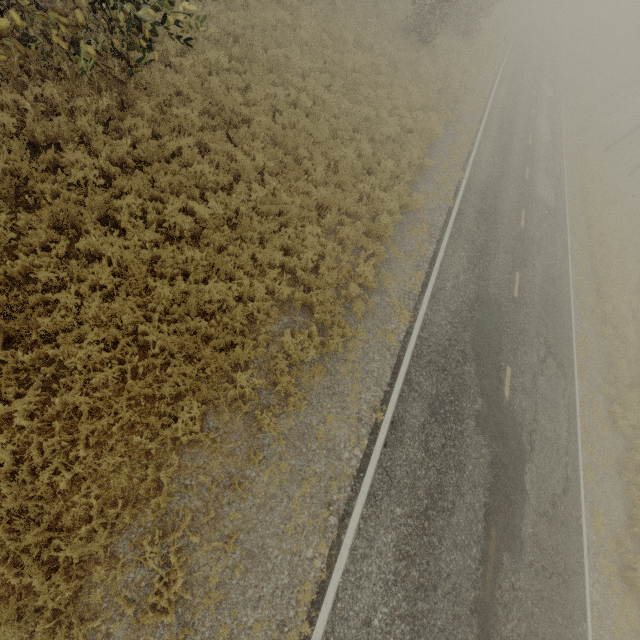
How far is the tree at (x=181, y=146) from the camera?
8.38m

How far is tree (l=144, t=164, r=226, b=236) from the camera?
7.55m

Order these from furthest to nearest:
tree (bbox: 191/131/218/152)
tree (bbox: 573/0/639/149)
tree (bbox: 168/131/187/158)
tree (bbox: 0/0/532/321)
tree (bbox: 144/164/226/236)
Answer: tree (bbox: 573/0/639/149) < tree (bbox: 191/131/218/152) < tree (bbox: 168/131/187/158) < tree (bbox: 144/164/226/236) < tree (bbox: 0/0/532/321)

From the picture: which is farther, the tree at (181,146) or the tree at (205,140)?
the tree at (205,140)

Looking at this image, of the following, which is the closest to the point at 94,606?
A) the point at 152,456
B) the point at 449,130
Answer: the point at 152,456
